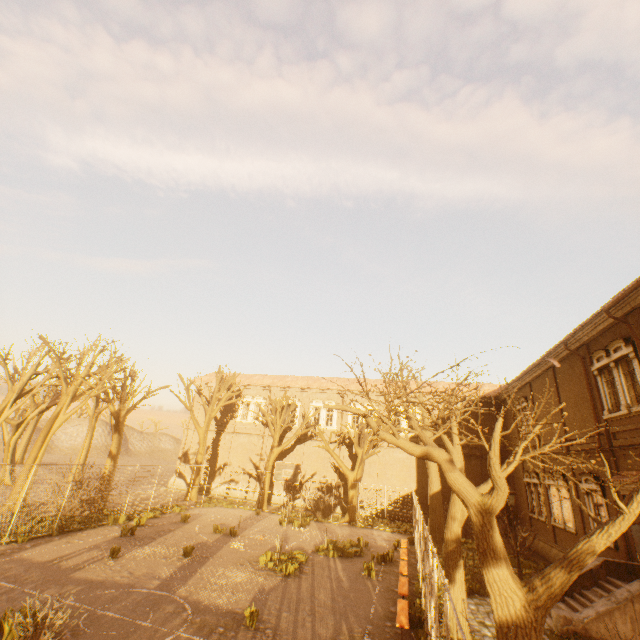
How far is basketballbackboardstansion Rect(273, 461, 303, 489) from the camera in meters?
20.7

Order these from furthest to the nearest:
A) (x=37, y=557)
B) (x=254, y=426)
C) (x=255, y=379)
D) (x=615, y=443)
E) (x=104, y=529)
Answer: (x=255, y=379), (x=254, y=426), (x=104, y=529), (x=615, y=443), (x=37, y=557)

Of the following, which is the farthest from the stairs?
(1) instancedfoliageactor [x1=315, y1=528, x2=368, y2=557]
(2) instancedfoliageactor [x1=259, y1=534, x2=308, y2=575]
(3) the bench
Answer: (2) instancedfoliageactor [x1=259, y1=534, x2=308, y2=575]

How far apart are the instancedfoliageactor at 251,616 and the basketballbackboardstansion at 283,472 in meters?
11.5 m

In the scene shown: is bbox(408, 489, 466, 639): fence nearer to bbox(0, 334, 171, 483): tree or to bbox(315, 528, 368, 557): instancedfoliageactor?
bbox(0, 334, 171, 483): tree

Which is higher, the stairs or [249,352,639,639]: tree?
[249,352,639,639]: tree

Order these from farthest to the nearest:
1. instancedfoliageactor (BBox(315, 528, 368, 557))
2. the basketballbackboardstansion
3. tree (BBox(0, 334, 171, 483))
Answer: the basketballbackboardstansion < tree (BBox(0, 334, 171, 483)) < instancedfoliageactor (BBox(315, 528, 368, 557))

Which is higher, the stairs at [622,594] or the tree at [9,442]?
the tree at [9,442]
